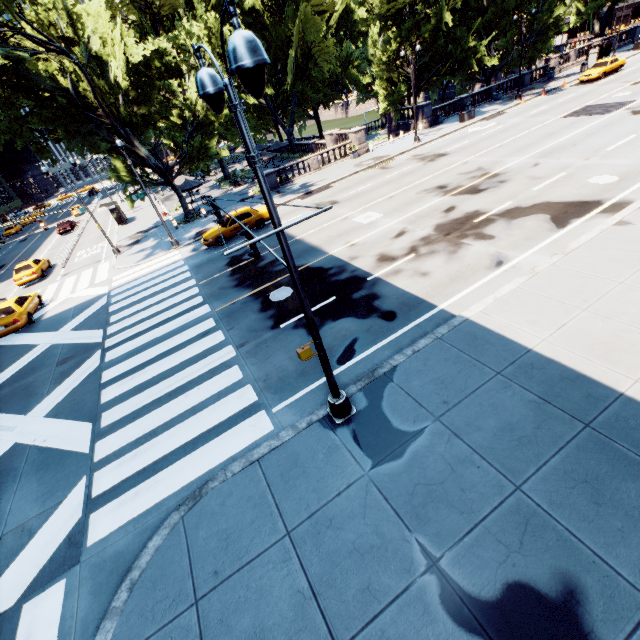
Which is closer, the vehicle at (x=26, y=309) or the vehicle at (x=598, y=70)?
the vehicle at (x=26, y=309)

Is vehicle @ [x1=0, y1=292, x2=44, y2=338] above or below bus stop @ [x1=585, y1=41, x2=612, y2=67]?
below

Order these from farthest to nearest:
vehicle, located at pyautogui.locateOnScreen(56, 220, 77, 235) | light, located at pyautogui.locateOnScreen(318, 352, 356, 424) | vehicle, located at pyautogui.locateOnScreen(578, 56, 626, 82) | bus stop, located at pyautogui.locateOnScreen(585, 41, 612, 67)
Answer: vehicle, located at pyautogui.locateOnScreen(56, 220, 77, 235), bus stop, located at pyautogui.locateOnScreen(585, 41, 612, 67), vehicle, located at pyautogui.locateOnScreen(578, 56, 626, 82), light, located at pyautogui.locateOnScreen(318, 352, 356, 424)

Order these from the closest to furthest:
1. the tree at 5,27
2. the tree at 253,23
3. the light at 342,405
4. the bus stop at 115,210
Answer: the light at 342,405 → the tree at 5,27 → the tree at 253,23 → the bus stop at 115,210

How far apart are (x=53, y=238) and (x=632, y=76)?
68.2m

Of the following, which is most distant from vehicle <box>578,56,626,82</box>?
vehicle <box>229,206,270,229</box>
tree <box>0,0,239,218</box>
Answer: vehicle <box>229,206,270,229</box>

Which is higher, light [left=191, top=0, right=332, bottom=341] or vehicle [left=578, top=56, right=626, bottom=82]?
light [left=191, top=0, right=332, bottom=341]

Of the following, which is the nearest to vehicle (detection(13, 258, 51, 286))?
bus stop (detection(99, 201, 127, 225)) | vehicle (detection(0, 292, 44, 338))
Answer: vehicle (detection(0, 292, 44, 338))
